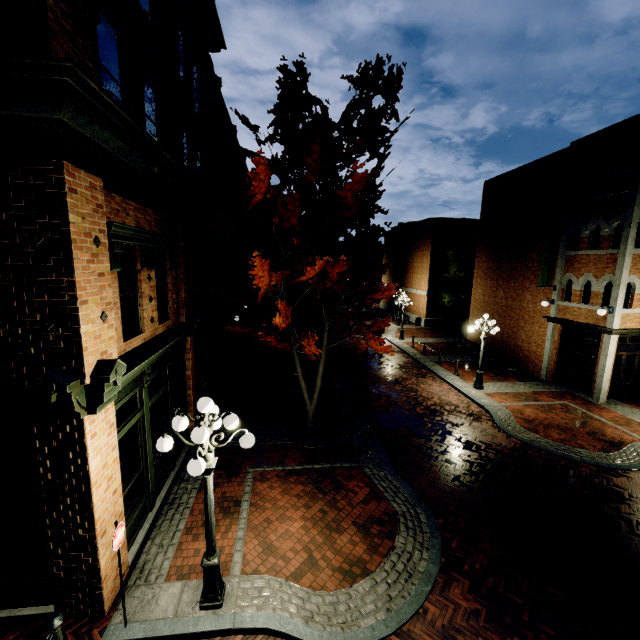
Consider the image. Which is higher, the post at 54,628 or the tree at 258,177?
the tree at 258,177

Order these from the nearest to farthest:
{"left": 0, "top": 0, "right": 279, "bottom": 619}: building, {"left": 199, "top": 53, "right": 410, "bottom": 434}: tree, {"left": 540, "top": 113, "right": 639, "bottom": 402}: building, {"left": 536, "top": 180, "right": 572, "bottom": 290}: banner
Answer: {"left": 0, "top": 0, "right": 279, "bottom": 619}: building, {"left": 199, "top": 53, "right": 410, "bottom": 434}: tree, {"left": 540, "top": 113, "right": 639, "bottom": 402}: building, {"left": 536, "top": 180, "right": 572, "bottom": 290}: banner

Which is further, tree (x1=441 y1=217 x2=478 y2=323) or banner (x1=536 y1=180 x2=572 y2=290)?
tree (x1=441 y1=217 x2=478 y2=323)

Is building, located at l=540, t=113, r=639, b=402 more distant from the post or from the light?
the light

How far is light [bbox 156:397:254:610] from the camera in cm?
459

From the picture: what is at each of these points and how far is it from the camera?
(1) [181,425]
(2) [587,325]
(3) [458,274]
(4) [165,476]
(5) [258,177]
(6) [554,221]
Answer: (1) light, 4.9 meters
(2) building, 14.8 meters
(3) tree, 27.4 meters
(4) building, 8.5 meters
(5) tree, 7.5 meters
(6) banner, 16.0 meters

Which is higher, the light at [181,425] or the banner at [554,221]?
the banner at [554,221]

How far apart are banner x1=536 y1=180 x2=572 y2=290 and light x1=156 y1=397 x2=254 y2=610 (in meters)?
16.98
